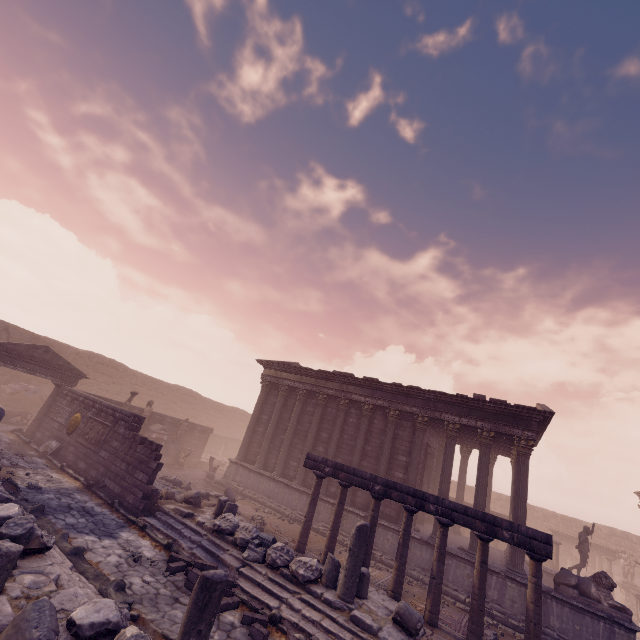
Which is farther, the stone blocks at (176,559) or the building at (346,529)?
the building at (346,529)

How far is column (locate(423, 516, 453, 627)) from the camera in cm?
858

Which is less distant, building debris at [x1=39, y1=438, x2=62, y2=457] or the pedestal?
building debris at [x1=39, y1=438, x2=62, y2=457]

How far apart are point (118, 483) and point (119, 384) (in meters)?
18.26

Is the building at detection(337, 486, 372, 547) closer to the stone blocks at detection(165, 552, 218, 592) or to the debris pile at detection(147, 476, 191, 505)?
the debris pile at detection(147, 476, 191, 505)

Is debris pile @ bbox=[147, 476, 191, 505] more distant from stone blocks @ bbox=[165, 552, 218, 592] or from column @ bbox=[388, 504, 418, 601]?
column @ bbox=[388, 504, 418, 601]

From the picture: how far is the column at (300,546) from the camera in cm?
1088

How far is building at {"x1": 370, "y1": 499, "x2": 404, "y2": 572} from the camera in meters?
13.4
